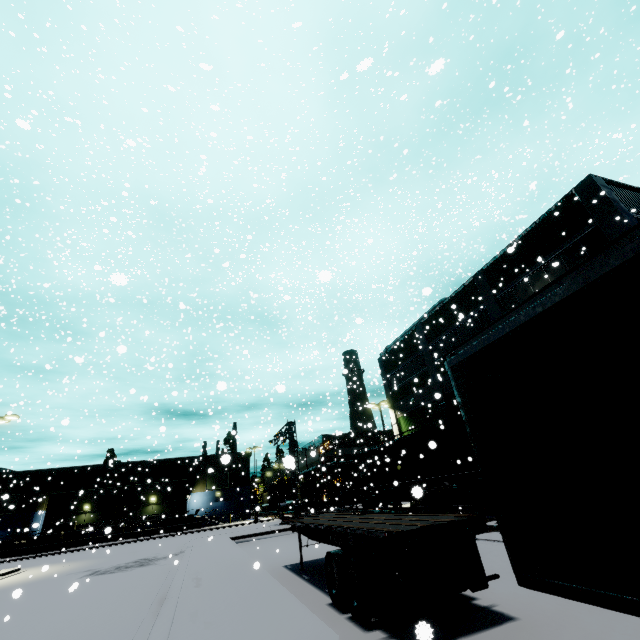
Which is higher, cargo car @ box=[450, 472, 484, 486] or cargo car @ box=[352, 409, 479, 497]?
cargo car @ box=[352, 409, 479, 497]

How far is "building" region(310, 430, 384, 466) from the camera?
52.84m

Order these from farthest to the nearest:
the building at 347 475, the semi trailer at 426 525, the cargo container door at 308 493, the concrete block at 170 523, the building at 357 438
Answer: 1. the building at 357 438
2. the building at 347 475
3. the cargo container door at 308 493
4. the concrete block at 170 523
5. the semi trailer at 426 525

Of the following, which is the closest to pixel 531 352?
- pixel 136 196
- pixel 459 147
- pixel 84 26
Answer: pixel 84 26

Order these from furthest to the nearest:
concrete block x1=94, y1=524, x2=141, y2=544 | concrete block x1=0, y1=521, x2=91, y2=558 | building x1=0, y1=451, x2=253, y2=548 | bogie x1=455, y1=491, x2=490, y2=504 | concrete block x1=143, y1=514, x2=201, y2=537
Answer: building x1=0, y1=451, x2=253, y2=548 → concrete block x1=143, y1=514, x2=201, y2=537 → concrete block x1=94, y1=524, x2=141, y2=544 → concrete block x1=0, y1=521, x2=91, y2=558 → bogie x1=455, y1=491, x2=490, y2=504

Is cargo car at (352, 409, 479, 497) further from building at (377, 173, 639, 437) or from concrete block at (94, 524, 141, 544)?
concrete block at (94, 524, 141, 544)

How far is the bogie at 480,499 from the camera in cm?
1658

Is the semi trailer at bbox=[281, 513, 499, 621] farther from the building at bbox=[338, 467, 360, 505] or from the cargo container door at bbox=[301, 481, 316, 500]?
the cargo container door at bbox=[301, 481, 316, 500]
